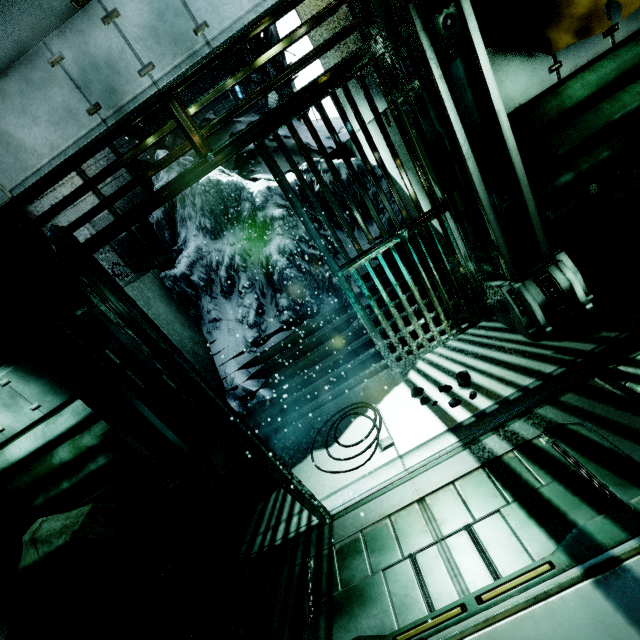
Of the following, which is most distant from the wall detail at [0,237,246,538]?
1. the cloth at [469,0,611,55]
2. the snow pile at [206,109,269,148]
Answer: the cloth at [469,0,611,55]

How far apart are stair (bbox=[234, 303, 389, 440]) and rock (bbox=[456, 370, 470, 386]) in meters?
0.8 m

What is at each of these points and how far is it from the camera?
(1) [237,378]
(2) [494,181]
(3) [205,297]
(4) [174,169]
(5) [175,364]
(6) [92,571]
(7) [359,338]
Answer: (1) snow pile, 4.72m
(2) wall detail, 2.92m
(3) snow pile, 5.04m
(4) snow pile, 5.32m
(5) metal bar, 2.12m
(6) crate, 3.58m
(7) stair, 4.48m

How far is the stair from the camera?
4.3m

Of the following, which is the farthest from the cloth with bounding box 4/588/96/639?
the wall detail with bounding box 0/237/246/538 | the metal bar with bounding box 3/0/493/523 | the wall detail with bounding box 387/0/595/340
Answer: the wall detail with bounding box 387/0/595/340

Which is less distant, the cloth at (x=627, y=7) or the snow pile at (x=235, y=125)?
the cloth at (x=627, y=7)

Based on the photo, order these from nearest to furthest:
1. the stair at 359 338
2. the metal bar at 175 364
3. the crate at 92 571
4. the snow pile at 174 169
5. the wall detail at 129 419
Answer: the metal bar at 175 364
the wall detail at 129 419
the crate at 92 571
the stair at 359 338
the snow pile at 174 169

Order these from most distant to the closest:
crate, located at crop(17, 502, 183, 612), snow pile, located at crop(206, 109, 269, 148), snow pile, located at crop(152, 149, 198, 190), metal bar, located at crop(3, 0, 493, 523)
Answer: snow pile, located at crop(206, 109, 269, 148) → snow pile, located at crop(152, 149, 198, 190) → crate, located at crop(17, 502, 183, 612) → metal bar, located at crop(3, 0, 493, 523)
